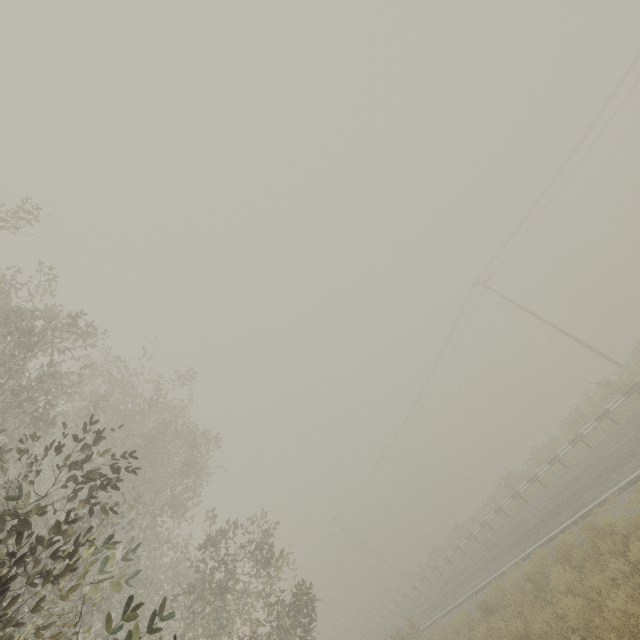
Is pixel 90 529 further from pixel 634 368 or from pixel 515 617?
pixel 634 368
